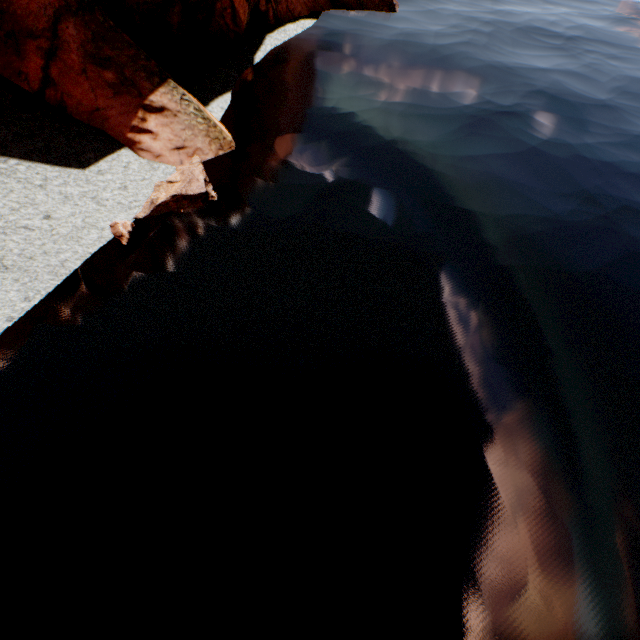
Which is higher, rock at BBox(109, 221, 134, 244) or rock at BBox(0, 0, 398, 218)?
rock at BBox(0, 0, 398, 218)

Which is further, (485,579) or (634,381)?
(634,381)

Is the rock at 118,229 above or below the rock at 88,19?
below

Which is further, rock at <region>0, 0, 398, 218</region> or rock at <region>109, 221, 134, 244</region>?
rock at <region>0, 0, 398, 218</region>

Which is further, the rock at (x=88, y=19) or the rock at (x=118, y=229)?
the rock at (x=88, y=19)

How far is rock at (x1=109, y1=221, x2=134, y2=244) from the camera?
9.77m
